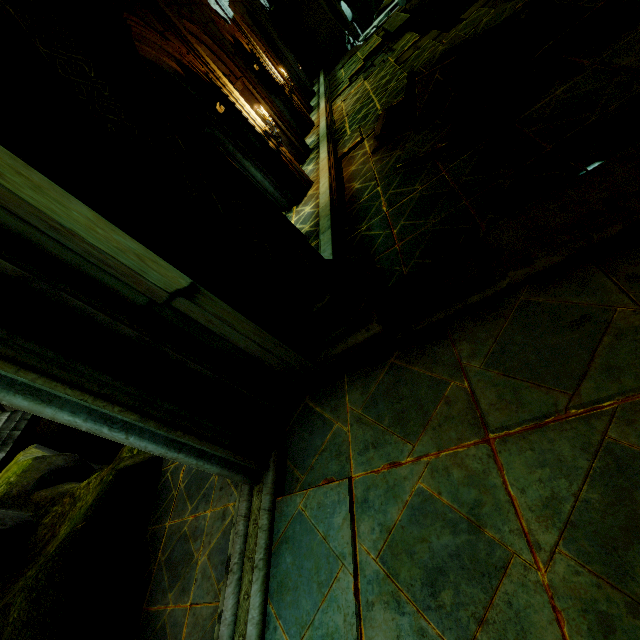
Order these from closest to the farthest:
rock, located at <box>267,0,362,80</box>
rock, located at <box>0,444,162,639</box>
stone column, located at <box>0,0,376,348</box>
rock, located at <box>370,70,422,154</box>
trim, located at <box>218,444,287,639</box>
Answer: stone column, located at <box>0,0,376,348</box> → trim, located at <box>218,444,287,639</box> → rock, located at <box>0,444,162,639</box> → rock, located at <box>370,70,422,154</box> → rock, located at <box>267,0,362,80</box>

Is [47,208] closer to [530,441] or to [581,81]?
[530,441]

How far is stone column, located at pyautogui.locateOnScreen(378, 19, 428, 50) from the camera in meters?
12.9

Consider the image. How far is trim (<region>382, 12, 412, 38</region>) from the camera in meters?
13.3 m

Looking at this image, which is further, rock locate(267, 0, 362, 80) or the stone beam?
rock locate(267, 0, 362, 80)

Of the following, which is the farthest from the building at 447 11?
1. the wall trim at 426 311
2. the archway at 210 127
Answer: the wall trim at 426 311

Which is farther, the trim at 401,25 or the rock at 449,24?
the rock at 449,24

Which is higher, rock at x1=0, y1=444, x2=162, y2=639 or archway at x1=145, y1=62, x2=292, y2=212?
archway at x1=145, y1=62, x2=292, y2=212
